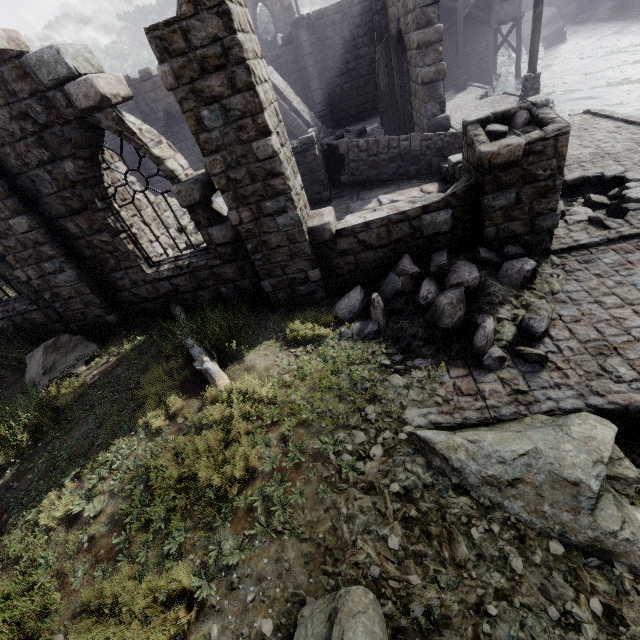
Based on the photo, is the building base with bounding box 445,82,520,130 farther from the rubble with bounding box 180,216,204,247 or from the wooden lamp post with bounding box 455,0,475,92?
the rubble with bounding box 180,216,204,247

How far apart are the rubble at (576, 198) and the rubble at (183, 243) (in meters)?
10.25

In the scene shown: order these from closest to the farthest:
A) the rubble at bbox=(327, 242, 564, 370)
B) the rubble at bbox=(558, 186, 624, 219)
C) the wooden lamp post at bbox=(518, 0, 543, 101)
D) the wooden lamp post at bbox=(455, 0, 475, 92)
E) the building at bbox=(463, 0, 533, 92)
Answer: the rubble at bbox=(327, 242, 564, 370)
the rubble at bbox=(558, 186, 624, 219)
the wooden lamp post at bbox=(518, 0, 543, 101)
the wooden lamp post at bbox=(455, 0, 475, 92)
the building at bbox=(463, 0, 533, 92)

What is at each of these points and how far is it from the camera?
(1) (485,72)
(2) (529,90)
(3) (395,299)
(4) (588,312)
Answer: (1) building, 26.83m
(2) wooden lamp post, 14.81m
(3) rubble, 6.43m
(4) building base, 5.29m

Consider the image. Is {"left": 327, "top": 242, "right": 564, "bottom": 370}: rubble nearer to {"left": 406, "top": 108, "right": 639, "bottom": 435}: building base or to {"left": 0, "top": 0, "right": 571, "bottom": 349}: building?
{"left": 406, "top": 108, "right": 639, "bottom": 435}: building base

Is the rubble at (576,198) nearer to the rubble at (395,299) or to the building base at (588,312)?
the building base at (588,312)

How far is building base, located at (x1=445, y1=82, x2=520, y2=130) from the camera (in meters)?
16.81

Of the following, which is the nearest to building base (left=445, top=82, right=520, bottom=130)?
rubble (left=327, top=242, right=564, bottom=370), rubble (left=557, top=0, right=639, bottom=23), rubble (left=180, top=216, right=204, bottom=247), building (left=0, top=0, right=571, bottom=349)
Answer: rubble (left=327, top=242, right=564, bottom=370)
